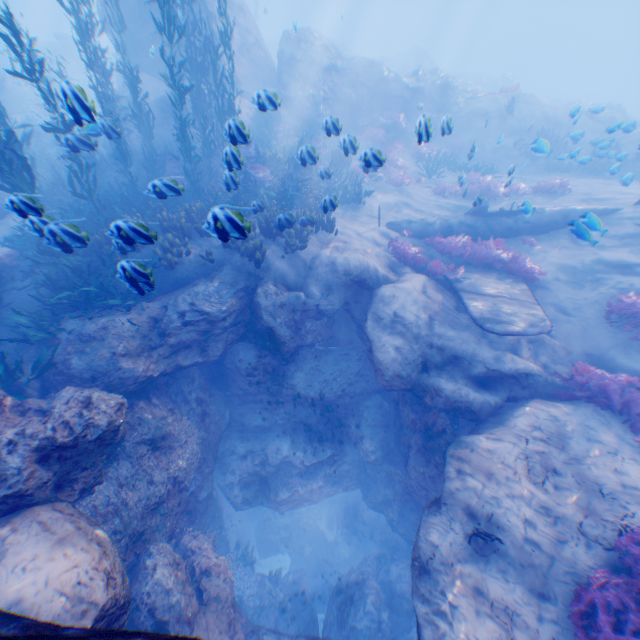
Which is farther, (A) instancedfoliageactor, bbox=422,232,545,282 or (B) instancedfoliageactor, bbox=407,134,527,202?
(B) instancedfoliageactor, bbox=407,134,527,202

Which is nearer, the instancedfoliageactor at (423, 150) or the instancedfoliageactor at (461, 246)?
the instancedfoliageactor at (461, 246)

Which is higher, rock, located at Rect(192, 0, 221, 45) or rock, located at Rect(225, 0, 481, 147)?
rock, located at Rect(192, 0, 221, 45)

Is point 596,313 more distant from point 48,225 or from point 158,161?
point 158,161

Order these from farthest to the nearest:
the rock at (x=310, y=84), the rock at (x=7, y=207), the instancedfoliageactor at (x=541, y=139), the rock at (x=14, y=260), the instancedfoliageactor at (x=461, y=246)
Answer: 1. the rock at (x=310, y=84)
2. the instancedfoliageactor at (x=461, y=246)
3. the rock at (x=14, y=260)
4. the instancedfoliageactor at (x=541, y=139)
5. the rock at (x=7, y=207)

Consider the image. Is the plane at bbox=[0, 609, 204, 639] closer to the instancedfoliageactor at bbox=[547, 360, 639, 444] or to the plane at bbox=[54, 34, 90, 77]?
the instancedfoliageactor at bbox=[547, 360, 639, 444]

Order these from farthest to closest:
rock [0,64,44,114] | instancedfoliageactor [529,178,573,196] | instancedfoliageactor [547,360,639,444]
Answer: rock [0,64,44,114] < instancedfoliageactor [529,178,573,196] < instancedfoliageactor [547,360,639,444]

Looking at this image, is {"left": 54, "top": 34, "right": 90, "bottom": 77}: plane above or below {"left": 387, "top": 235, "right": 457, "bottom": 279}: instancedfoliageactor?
above
